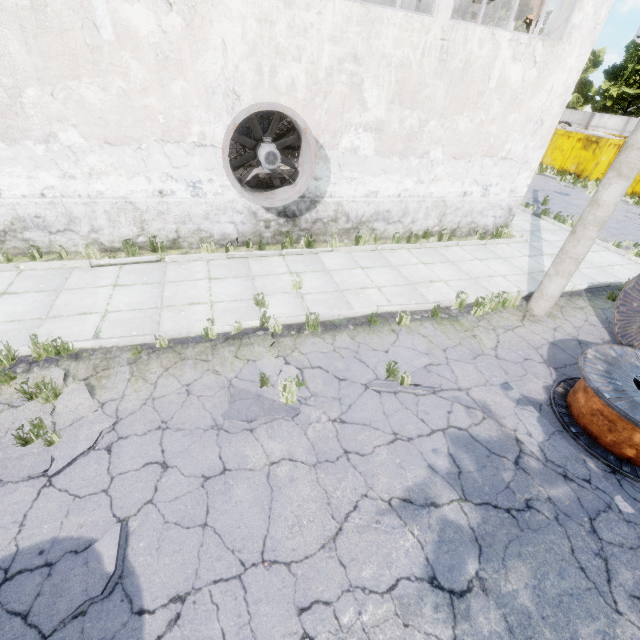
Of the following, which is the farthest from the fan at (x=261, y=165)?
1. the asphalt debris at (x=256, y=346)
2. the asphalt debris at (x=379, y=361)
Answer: the asphalt debris at (x=379, y=361)

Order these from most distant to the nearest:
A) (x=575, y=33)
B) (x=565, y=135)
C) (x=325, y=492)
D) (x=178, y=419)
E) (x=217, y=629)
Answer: (x=565, y=135), (x=575, y=33), (x=178, y=419), (x=325, y=492), (x=217, y=629)

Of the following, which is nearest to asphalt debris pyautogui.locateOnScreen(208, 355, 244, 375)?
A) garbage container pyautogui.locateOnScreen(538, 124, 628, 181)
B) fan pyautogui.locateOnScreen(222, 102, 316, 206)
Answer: fan pyautogui.locateOnScreen(222, 102, 316, 206)

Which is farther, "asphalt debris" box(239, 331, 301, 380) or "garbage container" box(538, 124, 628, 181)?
"garbage container" box(538, 124, 628, 181)

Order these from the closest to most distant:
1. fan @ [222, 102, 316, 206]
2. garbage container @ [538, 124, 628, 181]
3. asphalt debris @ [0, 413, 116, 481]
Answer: asphalt debris @ [0, 413, 116, 481]
fan @ [222, 102, 316, 206]
garbage container @ [538, 124, 628, 181]

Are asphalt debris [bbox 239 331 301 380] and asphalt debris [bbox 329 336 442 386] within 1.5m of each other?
yes

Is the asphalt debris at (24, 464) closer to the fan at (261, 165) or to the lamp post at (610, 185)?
the fan at (261, 165)

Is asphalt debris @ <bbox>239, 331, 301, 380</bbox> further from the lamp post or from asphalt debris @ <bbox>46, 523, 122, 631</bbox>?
the lamp post
